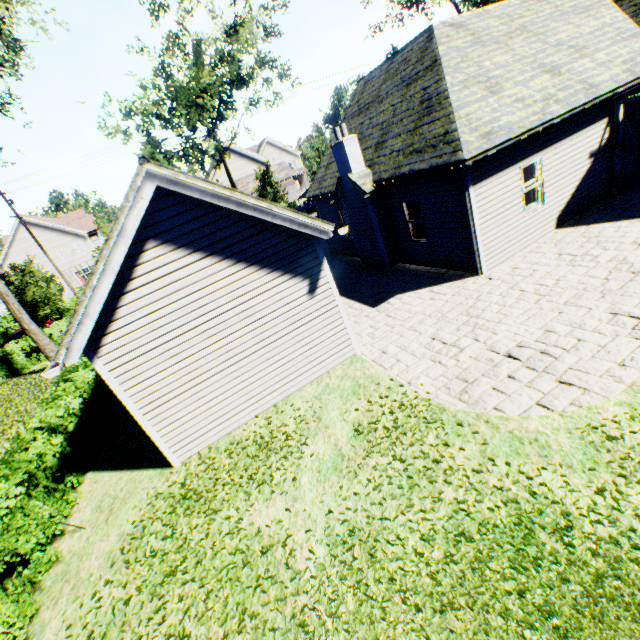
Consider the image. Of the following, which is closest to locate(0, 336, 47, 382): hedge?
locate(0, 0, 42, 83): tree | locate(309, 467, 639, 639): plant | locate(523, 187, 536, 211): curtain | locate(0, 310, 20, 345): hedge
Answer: locate(0, 0, 42, 83): tree

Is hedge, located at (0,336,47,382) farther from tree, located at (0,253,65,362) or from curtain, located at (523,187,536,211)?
curtain, located at (523,187,536,211)

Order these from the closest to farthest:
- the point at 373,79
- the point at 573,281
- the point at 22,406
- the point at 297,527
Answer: the point at 297,527 → the point at 573,281 → the point at 22,406 → the point at 373,79

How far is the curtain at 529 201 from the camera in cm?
1047

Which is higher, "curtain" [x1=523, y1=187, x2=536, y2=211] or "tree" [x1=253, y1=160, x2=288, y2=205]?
"tree" [x1=253, y1=160, x2=288, y2=205]

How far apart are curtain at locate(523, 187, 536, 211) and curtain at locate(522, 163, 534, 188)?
0.1m

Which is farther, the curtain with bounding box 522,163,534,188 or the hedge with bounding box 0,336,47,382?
the hedge with bounding box 0,336,47,382

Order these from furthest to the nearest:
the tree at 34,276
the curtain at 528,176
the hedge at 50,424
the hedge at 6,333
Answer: the hedge at 6,333 → the tree at 34,276 → the curtain at 528,176 → the hedge at 50,424
